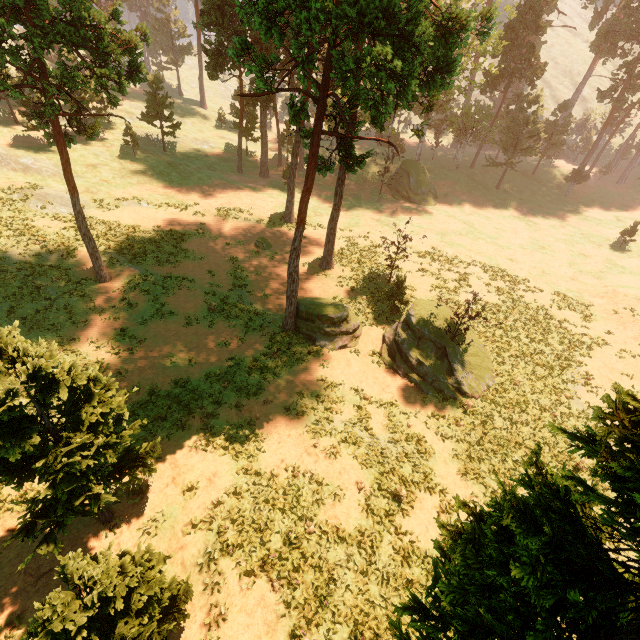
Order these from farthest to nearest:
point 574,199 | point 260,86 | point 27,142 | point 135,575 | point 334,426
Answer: point 574,199 < point 27,142 < point 334,426 < point 260,86 < point 135,575

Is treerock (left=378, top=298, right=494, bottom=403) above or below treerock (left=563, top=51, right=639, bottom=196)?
below

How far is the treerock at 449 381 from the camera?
20.56m

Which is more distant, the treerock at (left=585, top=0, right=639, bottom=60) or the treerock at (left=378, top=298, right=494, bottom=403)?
the treerock at (left=585, top=0, right=639, bottom=60)

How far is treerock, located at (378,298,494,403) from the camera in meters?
20.6

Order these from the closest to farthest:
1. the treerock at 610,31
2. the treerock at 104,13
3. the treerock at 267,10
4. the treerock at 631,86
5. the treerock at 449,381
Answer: the treerock at 267,10 < the treerock at 104,13 < the treerock at 449,381 < the treerock at 610,31 < the treerock at 631,86
